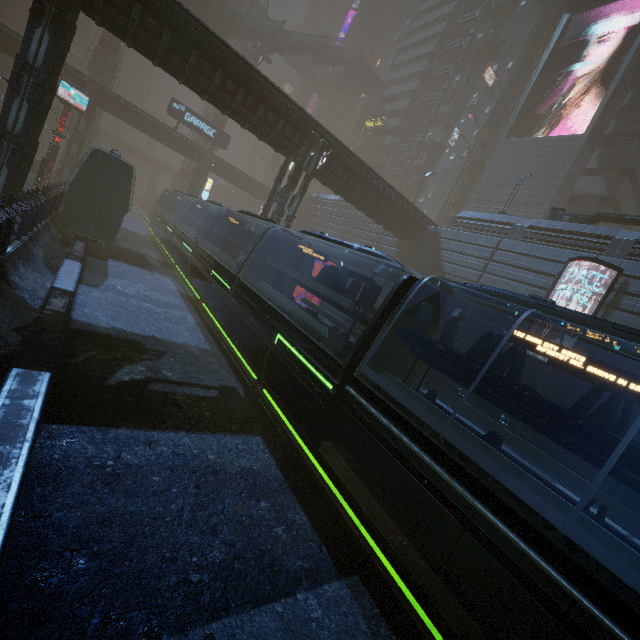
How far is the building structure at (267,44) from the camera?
46.16m

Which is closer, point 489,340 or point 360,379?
point 489,340

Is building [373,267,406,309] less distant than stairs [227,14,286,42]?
Yes

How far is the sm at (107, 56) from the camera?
42.3m

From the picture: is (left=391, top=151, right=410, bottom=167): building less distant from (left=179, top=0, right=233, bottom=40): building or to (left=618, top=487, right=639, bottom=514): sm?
(left=618, top=487, right=639, bottom=514): sm

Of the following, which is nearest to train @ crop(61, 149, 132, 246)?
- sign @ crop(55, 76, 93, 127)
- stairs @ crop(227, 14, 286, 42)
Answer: sign @ crop(55, 76, 93, 127)

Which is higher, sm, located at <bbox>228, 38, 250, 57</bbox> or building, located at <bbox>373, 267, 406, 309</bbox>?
sm, located at <bbox>228, 38, 250, 57</bbox>

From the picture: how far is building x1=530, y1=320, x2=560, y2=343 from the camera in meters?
19.6
